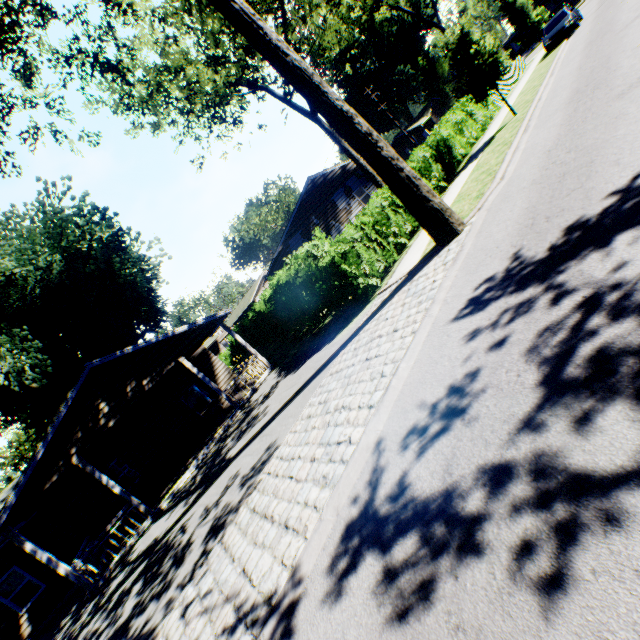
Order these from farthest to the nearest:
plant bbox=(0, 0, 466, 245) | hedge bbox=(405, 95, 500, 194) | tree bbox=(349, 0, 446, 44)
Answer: tree bbox=(349, 0, 446, 44), hedge bbox=(405, 95, 500, 194), plant bbox=(0, 0, 466, 245)

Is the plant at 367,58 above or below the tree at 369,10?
above

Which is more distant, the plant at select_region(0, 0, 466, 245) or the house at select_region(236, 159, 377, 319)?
the house at select_region(236, 159, 377, 319)

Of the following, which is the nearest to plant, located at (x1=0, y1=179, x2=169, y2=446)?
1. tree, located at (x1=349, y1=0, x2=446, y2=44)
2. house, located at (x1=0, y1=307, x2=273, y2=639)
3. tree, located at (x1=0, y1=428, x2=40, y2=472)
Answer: house, located at (x1=0, y1=307, x2=273, y2=639)

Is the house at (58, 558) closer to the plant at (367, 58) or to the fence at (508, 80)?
the fence at (508, 80)

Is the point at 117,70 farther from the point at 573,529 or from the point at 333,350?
the point at 573,529

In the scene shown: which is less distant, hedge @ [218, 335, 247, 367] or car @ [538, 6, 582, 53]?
car @ [538, 6, 582, 53]
